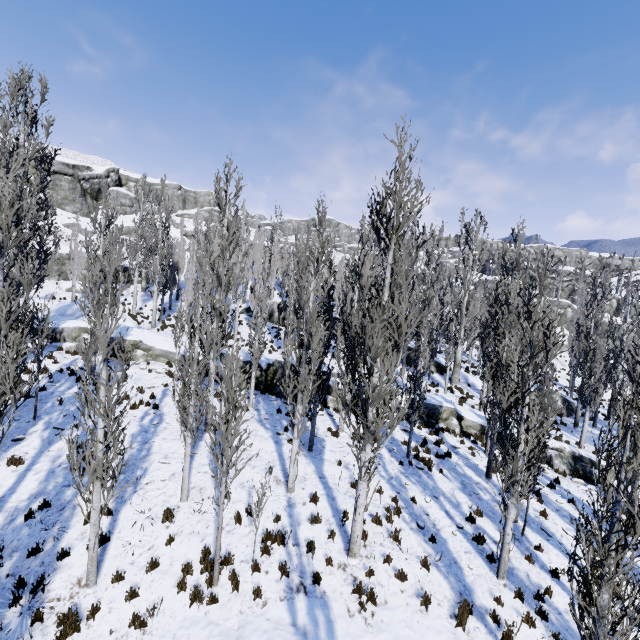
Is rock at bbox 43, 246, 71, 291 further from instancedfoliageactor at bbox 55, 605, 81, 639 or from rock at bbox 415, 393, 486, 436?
rock at bbox 415, 393, 486, 436

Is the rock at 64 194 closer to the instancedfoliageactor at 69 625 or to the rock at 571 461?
the instancedfoliageactor at 69 625

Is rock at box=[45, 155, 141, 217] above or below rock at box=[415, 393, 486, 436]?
above

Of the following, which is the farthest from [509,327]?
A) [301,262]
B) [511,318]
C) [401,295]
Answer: [301,262]

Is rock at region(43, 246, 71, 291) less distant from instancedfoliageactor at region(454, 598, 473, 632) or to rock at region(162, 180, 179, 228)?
instancedfoliageactor at region(454, 598, 473, 632)

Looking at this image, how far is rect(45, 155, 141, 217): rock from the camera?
43.78m

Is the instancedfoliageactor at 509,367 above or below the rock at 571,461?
above
